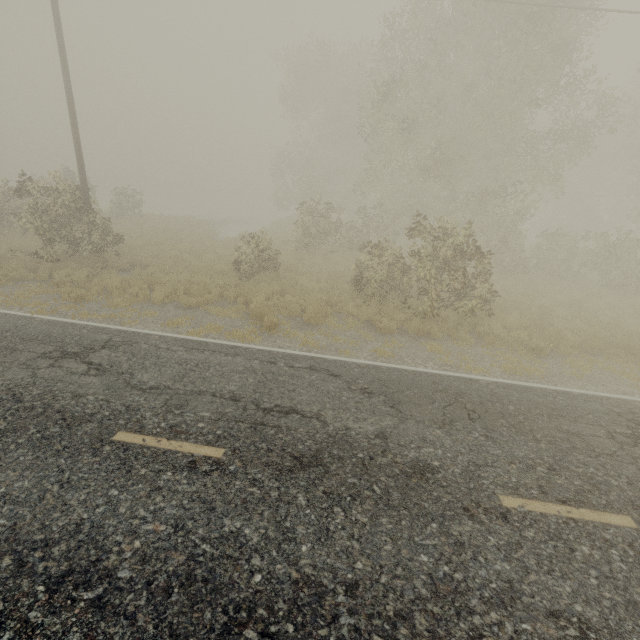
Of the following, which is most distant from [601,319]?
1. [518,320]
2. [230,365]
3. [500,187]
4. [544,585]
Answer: [230,365]
